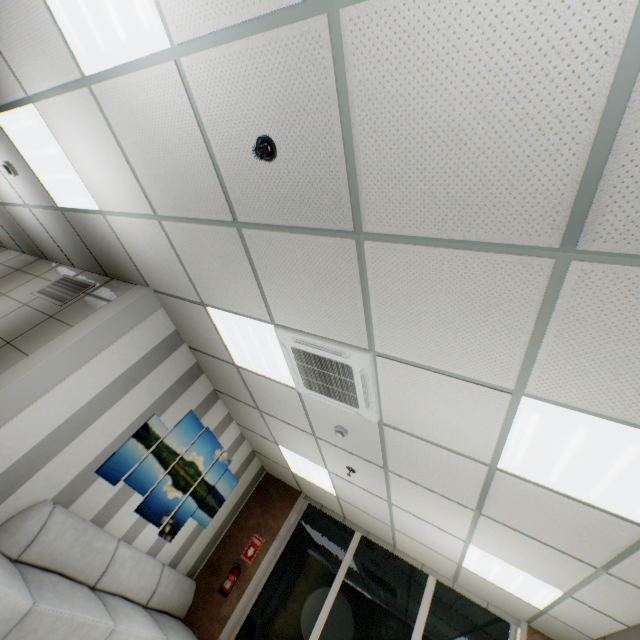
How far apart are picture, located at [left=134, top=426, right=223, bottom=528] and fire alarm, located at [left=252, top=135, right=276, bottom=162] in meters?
3.9

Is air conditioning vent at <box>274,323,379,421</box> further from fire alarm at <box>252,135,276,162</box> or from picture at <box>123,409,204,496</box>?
picture at <box>123,409,204,496</box>

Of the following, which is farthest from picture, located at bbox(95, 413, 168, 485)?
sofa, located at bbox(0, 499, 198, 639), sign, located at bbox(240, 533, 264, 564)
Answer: sign, located at bbox(240, 533, 264, 564)

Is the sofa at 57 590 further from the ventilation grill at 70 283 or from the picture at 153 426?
the ventilation grill at 70 283

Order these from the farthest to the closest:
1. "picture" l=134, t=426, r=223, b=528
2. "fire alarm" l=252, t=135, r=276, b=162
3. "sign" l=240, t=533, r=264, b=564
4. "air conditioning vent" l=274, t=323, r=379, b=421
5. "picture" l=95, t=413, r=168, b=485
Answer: "sign" l=240, t=533, r=264, b=564
"picture" l=134, t=426, r=223, b=528
"picture" l=95, t=413, r=168, b=485
"air conditioning vent" l=274, t=323, r=379, b=421
"fire alarm" l=252, t=135, r=276, b=162

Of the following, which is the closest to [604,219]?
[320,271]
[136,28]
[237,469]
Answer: [320,271]

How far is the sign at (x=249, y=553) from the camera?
6.0m

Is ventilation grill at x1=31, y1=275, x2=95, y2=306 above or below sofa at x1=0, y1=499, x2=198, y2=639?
above
